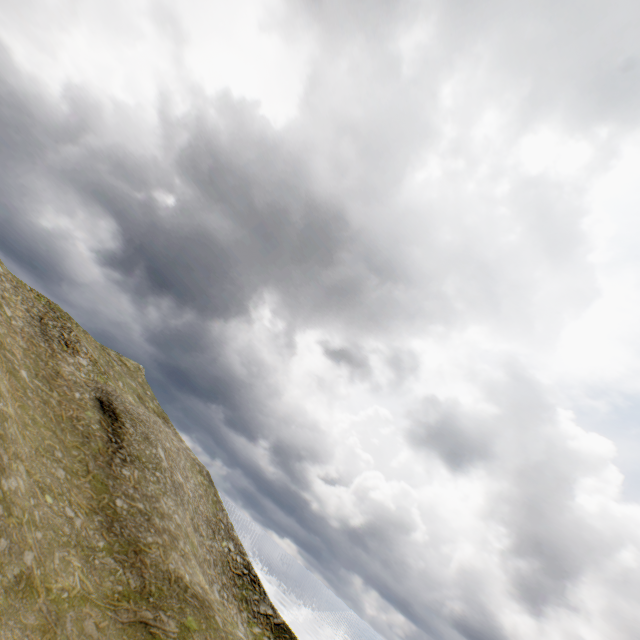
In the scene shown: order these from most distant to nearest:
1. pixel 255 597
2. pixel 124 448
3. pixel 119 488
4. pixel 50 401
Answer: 1. pixel 255 597
2. pixel 124 448
3. pixel 50 401
4. pixel 119 488
